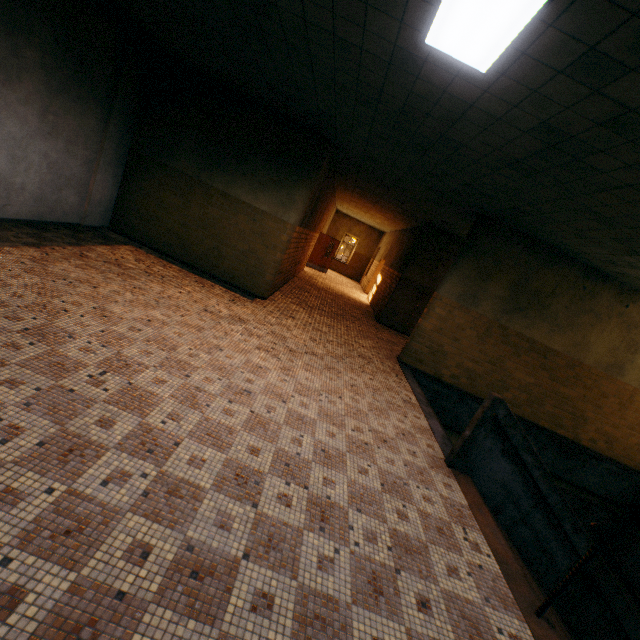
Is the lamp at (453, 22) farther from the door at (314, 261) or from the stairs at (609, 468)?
the door at (314, 261)

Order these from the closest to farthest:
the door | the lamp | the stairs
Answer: the lamp → the stairs → the door

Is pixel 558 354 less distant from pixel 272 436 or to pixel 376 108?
pixel 376 108

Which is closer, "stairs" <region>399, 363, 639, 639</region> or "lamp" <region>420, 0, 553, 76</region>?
"lamp" <region>420, 0, 553, 76</region>

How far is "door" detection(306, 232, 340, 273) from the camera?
18.4 meters

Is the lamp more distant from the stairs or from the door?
the door

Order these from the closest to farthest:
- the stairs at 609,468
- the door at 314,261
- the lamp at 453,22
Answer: the lamp at 453,22, the stairs at 609,468, the door at 314,261
